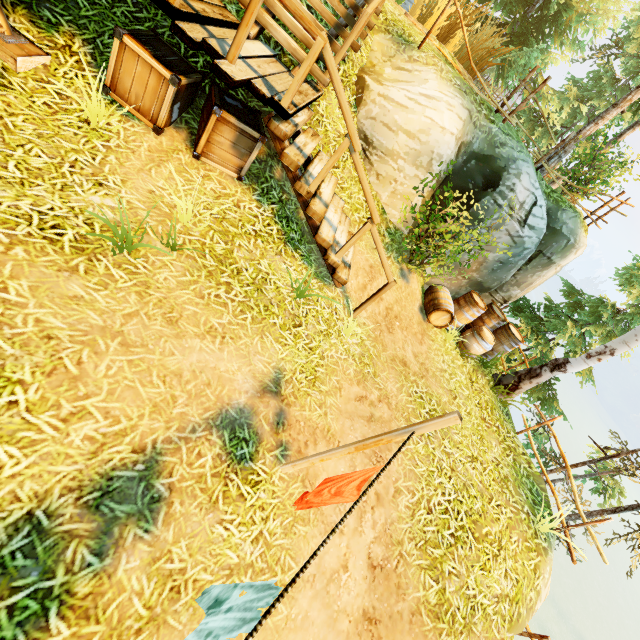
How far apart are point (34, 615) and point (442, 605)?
4.5 meters

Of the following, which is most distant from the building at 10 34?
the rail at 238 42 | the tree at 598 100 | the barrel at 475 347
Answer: the tree at 598 100

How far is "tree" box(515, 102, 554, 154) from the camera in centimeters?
1672cm

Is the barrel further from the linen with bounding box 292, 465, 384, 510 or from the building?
the building

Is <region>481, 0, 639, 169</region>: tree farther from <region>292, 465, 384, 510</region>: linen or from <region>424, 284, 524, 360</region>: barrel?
<region>292, 465, 384, 510</region>: linen

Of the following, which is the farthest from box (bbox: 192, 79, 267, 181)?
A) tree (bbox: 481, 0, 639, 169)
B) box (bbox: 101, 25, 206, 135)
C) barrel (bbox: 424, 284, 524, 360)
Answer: tree (bbox: 481, 0, 639, 169)

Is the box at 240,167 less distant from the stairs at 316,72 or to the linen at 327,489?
the stairs at 316,72

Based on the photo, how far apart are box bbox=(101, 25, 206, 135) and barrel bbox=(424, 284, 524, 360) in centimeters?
720cm
